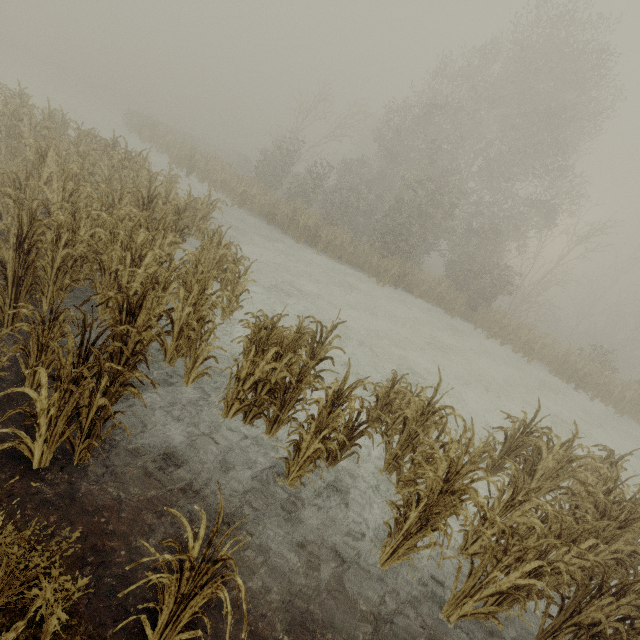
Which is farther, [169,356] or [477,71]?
[477,71]
